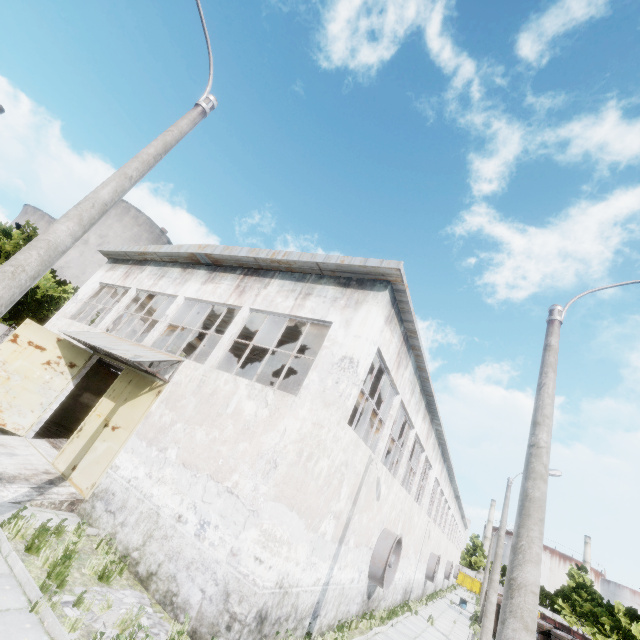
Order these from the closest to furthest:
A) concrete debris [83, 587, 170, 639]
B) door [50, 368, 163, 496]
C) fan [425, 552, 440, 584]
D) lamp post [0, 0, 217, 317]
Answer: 1. lamp post [0, 0, 217, 317]
2. concrete debris [83, 587, 170, 639]
3. door [50, 368, 163, 496]
4. fan [425, 552, 440, 584]

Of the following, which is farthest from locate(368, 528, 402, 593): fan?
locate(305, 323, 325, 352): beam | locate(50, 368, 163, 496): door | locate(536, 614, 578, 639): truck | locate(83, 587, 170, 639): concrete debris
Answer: locate(536, 614, 578, 639): truck

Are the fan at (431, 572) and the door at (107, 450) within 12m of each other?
no

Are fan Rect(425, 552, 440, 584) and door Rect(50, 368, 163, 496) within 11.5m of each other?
no

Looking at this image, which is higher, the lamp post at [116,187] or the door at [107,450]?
the lamp post at [116,187]

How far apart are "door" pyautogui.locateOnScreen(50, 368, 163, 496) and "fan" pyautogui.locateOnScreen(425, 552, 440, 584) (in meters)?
26.57

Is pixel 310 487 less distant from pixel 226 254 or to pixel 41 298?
pixel 226 254

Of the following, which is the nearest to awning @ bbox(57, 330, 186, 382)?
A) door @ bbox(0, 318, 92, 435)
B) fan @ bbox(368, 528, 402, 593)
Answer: door @ bbox(0, 318, 92, 435)
